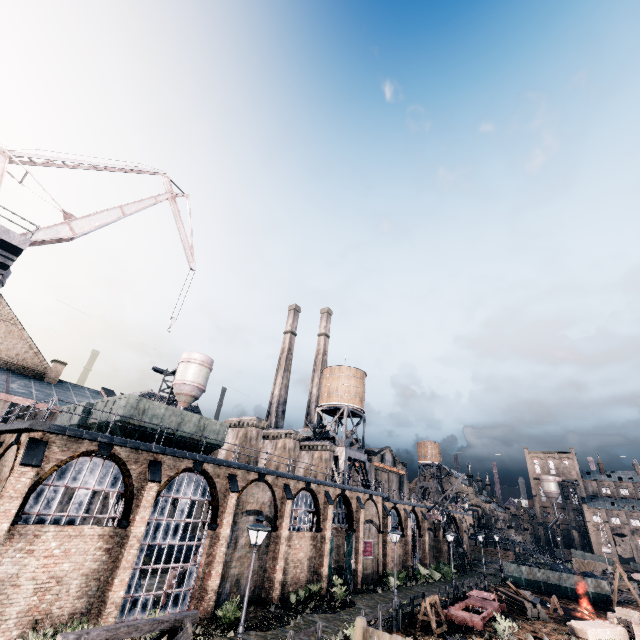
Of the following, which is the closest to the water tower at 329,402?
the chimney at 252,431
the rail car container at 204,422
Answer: the chimney at 252,431

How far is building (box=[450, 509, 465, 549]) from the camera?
56.88m

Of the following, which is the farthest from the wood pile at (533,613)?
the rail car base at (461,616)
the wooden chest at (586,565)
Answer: the wooden chest at (586,565)

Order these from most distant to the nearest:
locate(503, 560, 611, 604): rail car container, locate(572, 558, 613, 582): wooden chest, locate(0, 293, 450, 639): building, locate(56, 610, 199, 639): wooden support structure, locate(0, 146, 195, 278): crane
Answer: locate(572, 558, 613, 582): wooden chest
locate(503, 560, 611, 604): rail car container
locate(0, 146, 195, 278): crane
locate(0, 293, 450, 639): building
locate(56, 610, 199, 639): wooden support structure

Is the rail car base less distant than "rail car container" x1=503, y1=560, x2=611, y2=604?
Yes

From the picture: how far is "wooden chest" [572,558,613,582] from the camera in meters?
46.9

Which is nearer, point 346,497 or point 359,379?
point 346,497

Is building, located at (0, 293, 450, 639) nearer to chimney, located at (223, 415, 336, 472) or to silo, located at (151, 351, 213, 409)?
chimney, located at (223, 415, 336, 472)
